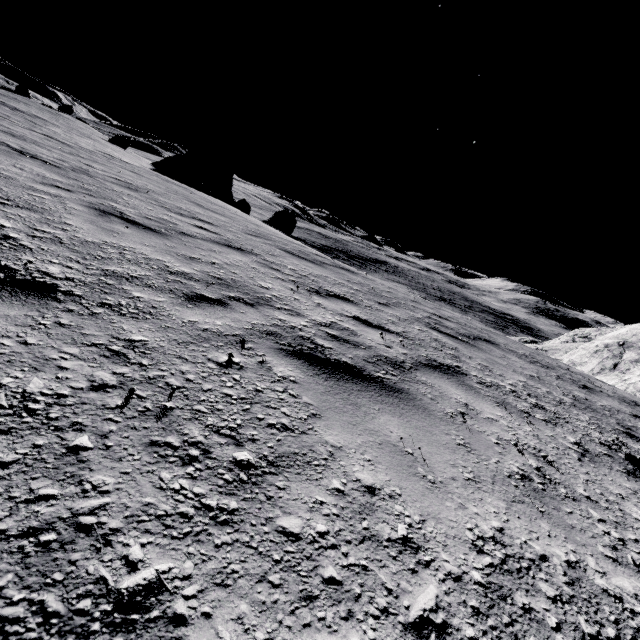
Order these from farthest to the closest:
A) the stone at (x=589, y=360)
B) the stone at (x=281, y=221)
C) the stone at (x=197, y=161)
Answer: the stone at (x=197, y=161), the stone at (x=281, y=221), the stone at (x=589, y=360)

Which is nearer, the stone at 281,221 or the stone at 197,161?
the stone at 281,221

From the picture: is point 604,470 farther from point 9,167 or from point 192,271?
point 9,167

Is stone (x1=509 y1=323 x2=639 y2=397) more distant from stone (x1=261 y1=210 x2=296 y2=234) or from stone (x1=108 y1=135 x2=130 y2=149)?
stone (x1=108 y1=135 x2=130 y2=149)

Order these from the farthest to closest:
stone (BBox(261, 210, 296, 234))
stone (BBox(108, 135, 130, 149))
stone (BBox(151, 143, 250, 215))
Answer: stone (BBox(108, 135, 130, 149)) → stone (BBox(151, 143, 250, 215)) → stone (BBox(261, 210, 296, 234))
